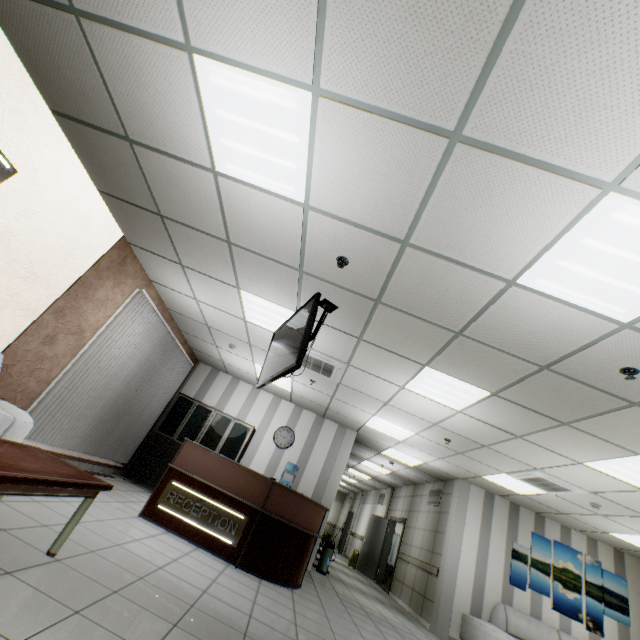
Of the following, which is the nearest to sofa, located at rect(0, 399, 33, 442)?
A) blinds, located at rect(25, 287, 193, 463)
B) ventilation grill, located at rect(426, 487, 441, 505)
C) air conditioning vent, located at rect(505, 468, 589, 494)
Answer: blinds, located at rect(25, 287, 193, 463)

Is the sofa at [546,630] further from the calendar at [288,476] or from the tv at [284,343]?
the tv at [284,343]

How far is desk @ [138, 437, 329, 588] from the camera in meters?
4.6 m

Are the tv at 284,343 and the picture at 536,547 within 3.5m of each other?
no

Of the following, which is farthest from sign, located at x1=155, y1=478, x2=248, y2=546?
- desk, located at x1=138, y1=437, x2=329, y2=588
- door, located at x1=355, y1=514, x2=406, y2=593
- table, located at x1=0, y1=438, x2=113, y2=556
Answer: door, located at x1=355, y1=514, x2=406, y2=593

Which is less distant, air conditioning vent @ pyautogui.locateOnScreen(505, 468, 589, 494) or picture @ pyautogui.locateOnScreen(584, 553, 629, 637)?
air conditioning vent @ pyautogui.locateOnScreen(505, 468, 589, 494)

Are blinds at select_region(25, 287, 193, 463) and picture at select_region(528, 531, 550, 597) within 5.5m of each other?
no

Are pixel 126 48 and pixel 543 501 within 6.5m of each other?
no
